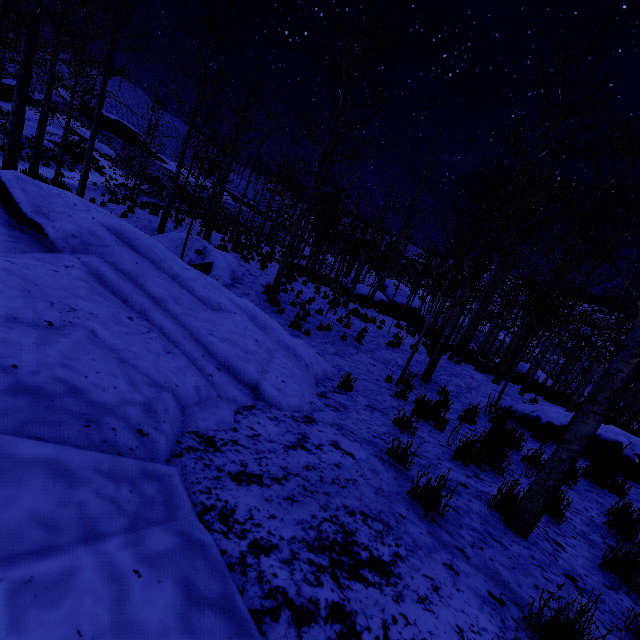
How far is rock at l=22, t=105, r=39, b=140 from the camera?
28.09m

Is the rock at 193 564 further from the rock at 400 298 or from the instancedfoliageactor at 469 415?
the rock at 400 298

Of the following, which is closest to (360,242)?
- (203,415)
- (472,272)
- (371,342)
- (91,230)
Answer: (371,342)

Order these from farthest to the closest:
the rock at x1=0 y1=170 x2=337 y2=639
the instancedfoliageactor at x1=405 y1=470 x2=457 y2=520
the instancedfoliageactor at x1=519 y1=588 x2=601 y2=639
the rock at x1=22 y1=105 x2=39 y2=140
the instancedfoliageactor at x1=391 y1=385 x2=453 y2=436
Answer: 1. the rock at x1=22 y1=105 x2=39 y2=140
2. the instancedfoliageactor at x1=391 y1=385 x2=453 y2=436
3. the instancedfoliageactor at x1=405 y1=470 x2=457 y2=520
4. the instancedfoliageactor at x1=519 y1=588 x2=601 y2=639
5. the rock at x1=0 y1=170 x2=337 y2=639

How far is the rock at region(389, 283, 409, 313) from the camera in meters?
36.2 m

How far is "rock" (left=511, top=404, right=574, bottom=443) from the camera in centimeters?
749cm

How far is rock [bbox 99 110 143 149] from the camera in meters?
53.2 m

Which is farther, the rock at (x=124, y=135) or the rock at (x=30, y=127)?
the rock at (x=124, y=135)
